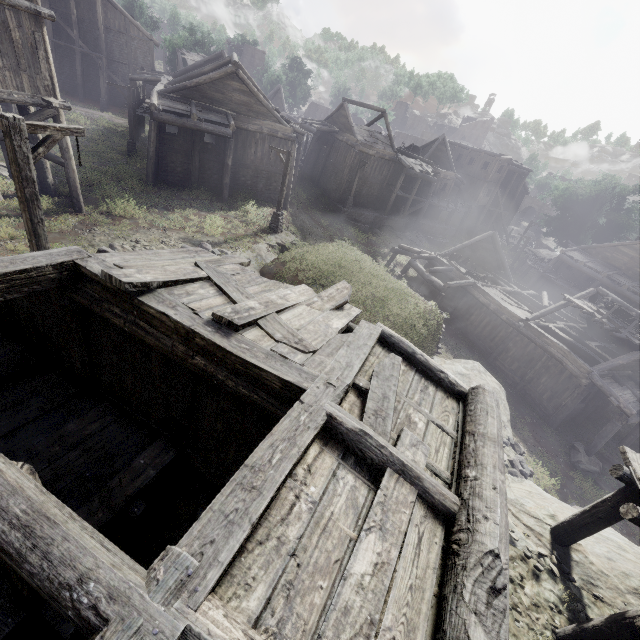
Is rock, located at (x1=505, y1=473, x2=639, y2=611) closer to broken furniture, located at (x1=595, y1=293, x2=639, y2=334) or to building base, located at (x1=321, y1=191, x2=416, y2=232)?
broken furniture, located at (x1=595, y1=293, x2=639, y2=334)

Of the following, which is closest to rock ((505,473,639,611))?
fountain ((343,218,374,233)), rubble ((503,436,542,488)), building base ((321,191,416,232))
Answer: rubble ((503,436,542,488))

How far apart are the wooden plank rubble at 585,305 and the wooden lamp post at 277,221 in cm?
1853

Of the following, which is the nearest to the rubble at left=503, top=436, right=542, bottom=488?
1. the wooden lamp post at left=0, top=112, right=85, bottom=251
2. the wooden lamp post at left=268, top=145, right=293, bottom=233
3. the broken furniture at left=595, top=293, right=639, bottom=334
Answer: the broken furniture at left=595, top=293, right=639, bottom=334

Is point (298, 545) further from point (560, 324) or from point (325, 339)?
point (560, 324)

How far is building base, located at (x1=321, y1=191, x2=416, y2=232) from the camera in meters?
32.6 m

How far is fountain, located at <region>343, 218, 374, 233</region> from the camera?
32.1m

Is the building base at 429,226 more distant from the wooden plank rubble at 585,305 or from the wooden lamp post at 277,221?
the wooden plank rubble at 585,305
